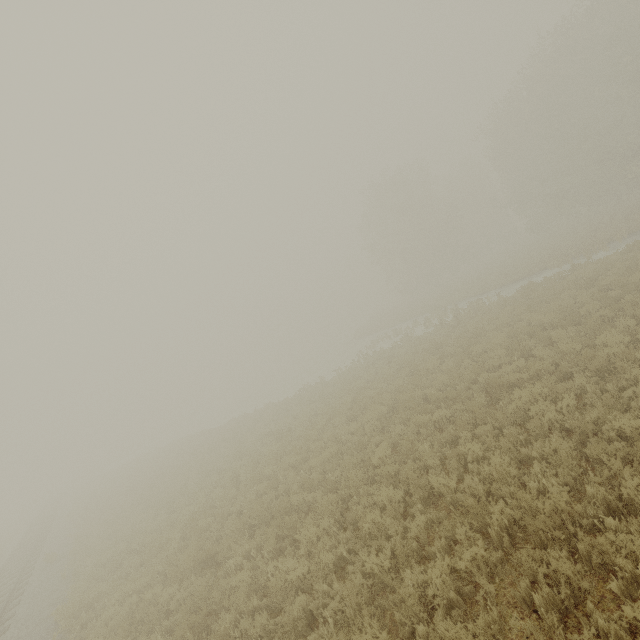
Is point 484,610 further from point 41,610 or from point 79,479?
point 79,479
